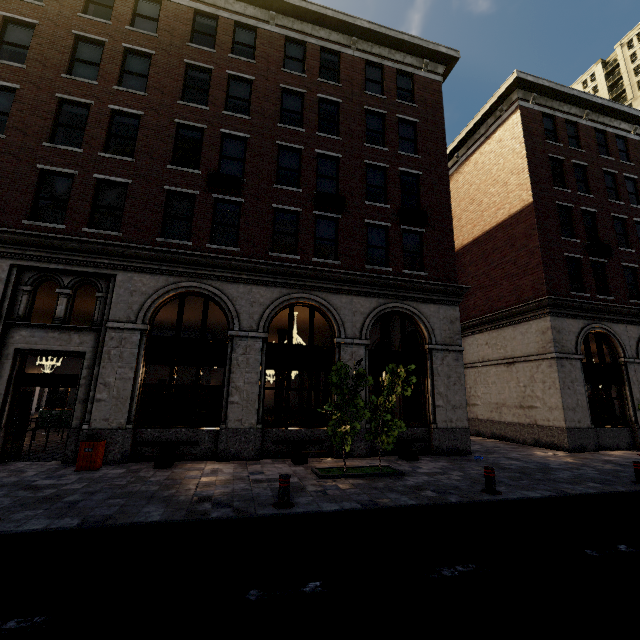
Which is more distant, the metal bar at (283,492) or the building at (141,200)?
the building at (141,200)

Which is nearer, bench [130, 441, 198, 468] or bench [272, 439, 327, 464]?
bench [130, 441, 198, 468]

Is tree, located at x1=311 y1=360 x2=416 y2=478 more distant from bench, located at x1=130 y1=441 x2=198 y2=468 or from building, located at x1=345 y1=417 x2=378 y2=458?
bench, located at x1=130 y1=441 x2=198 y2=468

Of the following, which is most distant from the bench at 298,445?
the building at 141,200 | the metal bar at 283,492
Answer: the metal bar at 283,492

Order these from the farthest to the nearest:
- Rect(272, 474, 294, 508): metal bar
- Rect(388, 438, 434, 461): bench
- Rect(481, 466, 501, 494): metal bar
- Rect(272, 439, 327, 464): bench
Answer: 1. Rect(388, 438, 434, 461): bench
2. Rect(272, 439, 327, 464): bench
3. Rect(481, 466, 501, 494): metal bar
4. Rect(272, 474, 294, 508): metal bar

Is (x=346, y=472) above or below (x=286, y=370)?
below

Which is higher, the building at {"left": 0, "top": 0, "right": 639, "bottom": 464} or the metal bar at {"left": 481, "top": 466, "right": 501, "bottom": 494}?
the building at {"left": 0, "top": 0, "right": 639, "bottom": 464}

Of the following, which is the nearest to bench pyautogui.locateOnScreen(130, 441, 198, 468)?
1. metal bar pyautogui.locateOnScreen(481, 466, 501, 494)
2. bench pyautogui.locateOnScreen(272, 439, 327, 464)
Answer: bench pyautogui.locateOnScreen(272, 439, 327, 464)
